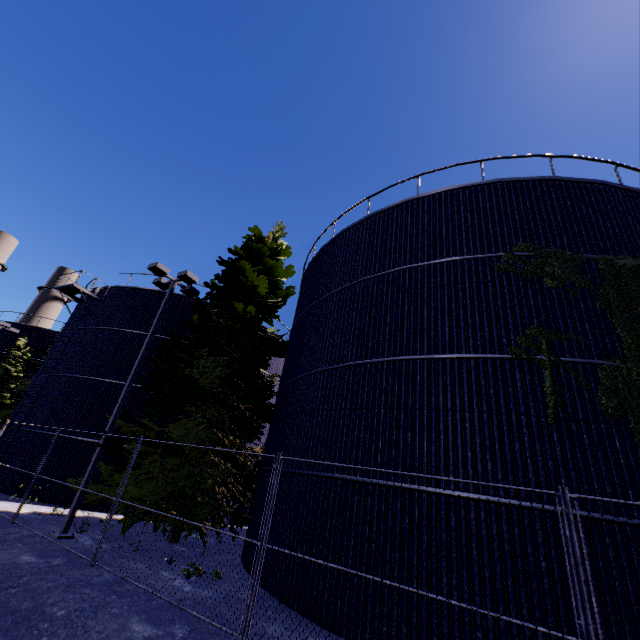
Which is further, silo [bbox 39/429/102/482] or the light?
silo [bbox 39/429/102/482]

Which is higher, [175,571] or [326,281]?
[326,281]

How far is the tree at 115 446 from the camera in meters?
11.1 m

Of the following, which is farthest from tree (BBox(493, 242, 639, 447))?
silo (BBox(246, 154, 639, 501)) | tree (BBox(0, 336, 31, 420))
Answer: tree (BBox(0, 336, 31, 420))

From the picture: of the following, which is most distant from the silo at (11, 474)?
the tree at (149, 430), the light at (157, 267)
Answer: the light at (157, 267)

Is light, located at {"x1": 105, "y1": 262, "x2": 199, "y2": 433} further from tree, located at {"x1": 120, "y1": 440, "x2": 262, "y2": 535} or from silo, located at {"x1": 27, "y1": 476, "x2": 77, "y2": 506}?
silo, located at {"x1": 27, "y1": 476, "x2": 77, "y2": 506}

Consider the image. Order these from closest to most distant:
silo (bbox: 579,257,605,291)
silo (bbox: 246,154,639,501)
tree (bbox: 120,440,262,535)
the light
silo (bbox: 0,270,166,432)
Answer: silo (bbox: 246,154,639,501) → silo (bbox: 579,257,605,291) → tree (bbox: 120,440,262,535) → the light → silo (bbox: 0,270,166,432)
